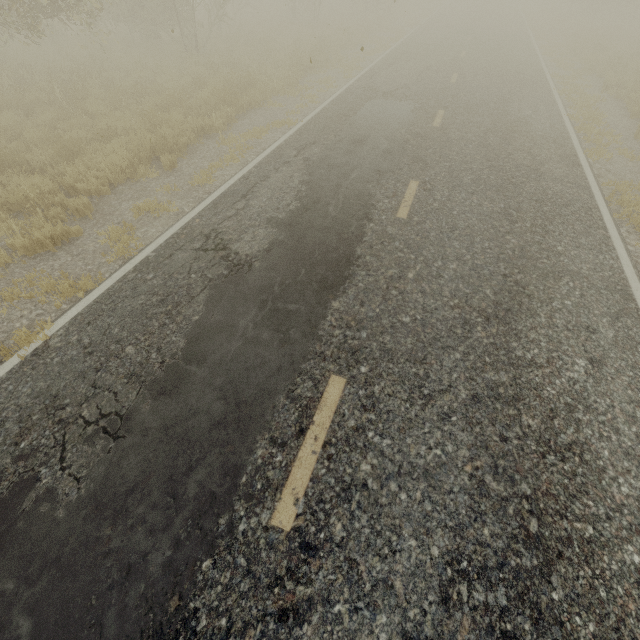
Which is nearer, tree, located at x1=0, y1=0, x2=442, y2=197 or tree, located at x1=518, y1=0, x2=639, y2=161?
tree, located at x1=0, y1=0, x2=442, y2=197

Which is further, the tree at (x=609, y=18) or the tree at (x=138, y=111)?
the tree at (x=609, y=18)

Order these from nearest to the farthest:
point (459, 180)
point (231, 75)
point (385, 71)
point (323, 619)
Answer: point (323, 619), point (459, 180), point (231, 75), point (385, 71)
